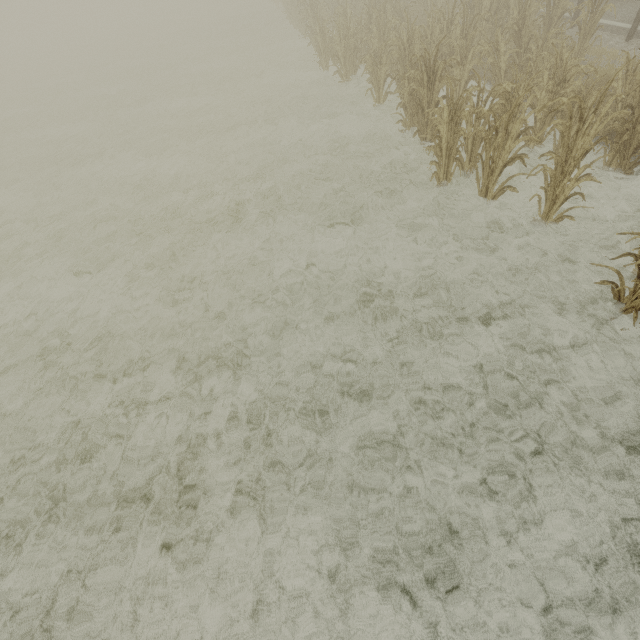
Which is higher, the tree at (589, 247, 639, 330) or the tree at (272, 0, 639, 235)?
the tree at (272, 0, 639, 235)

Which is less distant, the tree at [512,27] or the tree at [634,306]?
the tree at [634,306]

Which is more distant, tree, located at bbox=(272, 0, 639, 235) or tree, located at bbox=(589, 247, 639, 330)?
tree, located at bbox=(272, 0, 639, 235)

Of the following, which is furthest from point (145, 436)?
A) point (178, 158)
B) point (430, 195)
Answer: point (178, 158)

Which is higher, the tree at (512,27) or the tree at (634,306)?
the tree at (512,27)
